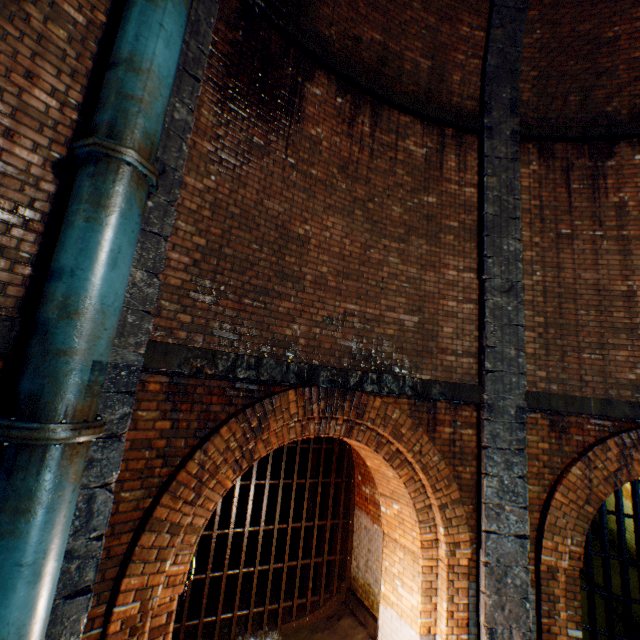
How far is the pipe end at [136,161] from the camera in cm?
248

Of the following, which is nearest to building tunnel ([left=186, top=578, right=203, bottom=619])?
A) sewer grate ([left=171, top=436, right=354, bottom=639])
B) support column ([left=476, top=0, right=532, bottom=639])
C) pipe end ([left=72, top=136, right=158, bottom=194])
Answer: sewer grate ([left=171, top=436, right=354, bottom=639])

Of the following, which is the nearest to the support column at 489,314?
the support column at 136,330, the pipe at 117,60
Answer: the support column at 136,330

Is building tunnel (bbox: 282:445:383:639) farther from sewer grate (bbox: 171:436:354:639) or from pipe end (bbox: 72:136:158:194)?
pipe end (bbox: 72:136:158:194)

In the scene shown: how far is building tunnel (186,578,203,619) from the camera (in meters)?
6.61

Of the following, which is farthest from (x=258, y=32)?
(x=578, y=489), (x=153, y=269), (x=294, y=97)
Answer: (x=578, y=489)

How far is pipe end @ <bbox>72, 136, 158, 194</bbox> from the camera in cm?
248

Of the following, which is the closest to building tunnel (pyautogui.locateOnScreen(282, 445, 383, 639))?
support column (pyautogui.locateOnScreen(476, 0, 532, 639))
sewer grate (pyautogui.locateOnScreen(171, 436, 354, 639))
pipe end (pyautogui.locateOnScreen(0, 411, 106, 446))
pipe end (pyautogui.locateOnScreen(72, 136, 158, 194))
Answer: sewer grate (pyautogui.locateOnScreen(171, 436, 354, 639))
